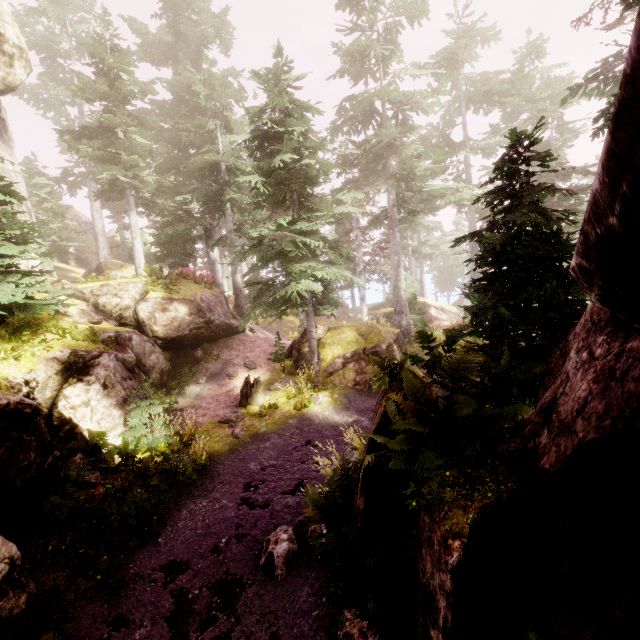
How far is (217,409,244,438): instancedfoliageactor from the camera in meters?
11.5 m

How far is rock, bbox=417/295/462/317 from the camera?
36.5 meters

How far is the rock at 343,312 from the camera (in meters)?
33.44

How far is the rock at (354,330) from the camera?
15.36m

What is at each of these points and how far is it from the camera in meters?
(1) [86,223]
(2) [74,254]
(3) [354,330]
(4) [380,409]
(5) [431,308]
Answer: (1) rock, 34.7 m
(2) rock, 29.1 m
(3) rock, 18.0 m
(4) rock, 6.3 m
(5) rock, 37.1 m

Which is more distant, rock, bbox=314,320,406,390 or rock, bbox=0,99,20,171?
rock, bbox=314,320,406,390

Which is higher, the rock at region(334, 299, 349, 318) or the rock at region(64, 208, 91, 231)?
the rock at region(64, 208, 91, 231)

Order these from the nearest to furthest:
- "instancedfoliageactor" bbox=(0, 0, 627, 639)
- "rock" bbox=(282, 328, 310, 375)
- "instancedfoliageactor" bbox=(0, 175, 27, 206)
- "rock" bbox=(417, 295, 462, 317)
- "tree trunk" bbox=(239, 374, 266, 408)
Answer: "instancedfoliageactor" bbox=(0, 0, 627, 639) < "instancedfoliageactor" bbox=(0, 175, 27, 206) < "tree trunk" bbox=(239, 374, 266, 408) < "rock" bbox=(282, 328, 310, 375) < "rock" bbox=(417, 295, 462, 317)
